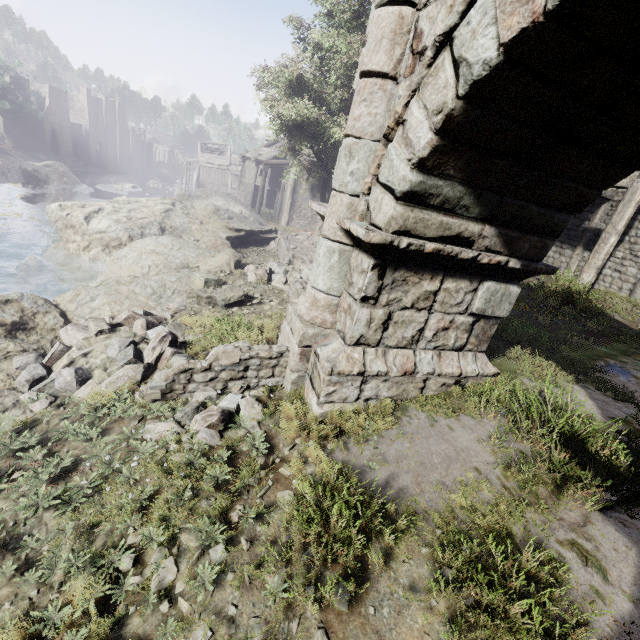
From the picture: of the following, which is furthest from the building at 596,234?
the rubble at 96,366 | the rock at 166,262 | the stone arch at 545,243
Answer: the rubble at 96,366

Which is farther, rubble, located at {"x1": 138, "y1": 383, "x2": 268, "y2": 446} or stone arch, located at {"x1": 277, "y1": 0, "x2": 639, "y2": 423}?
rubble, located at {"x1": 138, "y1": 383, "x2": 268, "y2": 446}

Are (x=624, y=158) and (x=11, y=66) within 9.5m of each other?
no

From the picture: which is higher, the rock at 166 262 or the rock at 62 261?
the rock at 166 262

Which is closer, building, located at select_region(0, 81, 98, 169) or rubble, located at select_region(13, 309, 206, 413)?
rubble, located at select_region(13, 309, 206, 413)

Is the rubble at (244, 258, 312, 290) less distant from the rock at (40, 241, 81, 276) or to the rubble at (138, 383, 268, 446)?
the rubble at (138, 383, 268, 446)

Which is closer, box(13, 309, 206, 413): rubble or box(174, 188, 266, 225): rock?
box(13, 309, 206, 413): rubble

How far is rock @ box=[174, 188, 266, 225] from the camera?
18.1m
